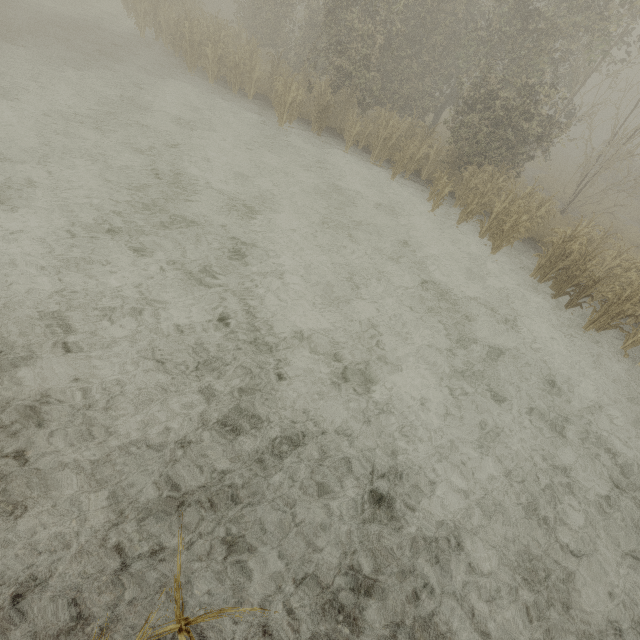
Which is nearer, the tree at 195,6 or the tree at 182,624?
the tree at 182,624

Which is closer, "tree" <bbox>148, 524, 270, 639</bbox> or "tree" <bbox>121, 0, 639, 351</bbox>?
"tree" <bbox>148, 524, 270, 639</bbox>

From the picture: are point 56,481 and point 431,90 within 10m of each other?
no
